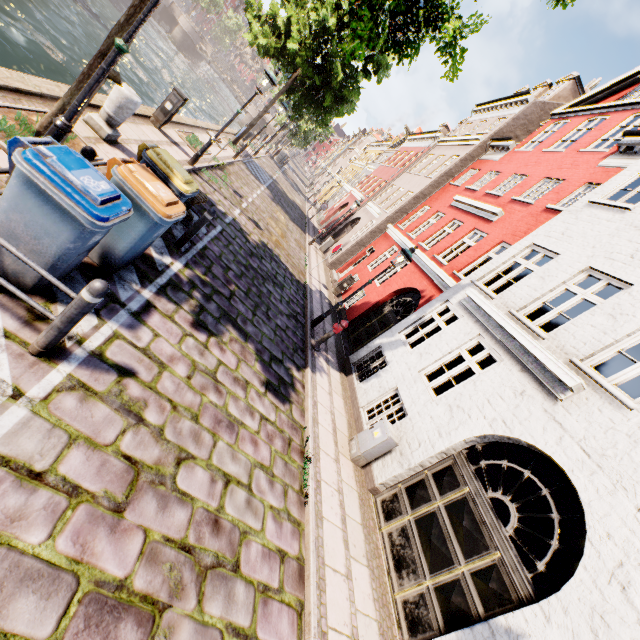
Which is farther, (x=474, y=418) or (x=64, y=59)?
(x=64, y=59)

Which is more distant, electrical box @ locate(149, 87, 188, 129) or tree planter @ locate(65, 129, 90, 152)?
electrical box @ locate(149, 87, 188, 129)

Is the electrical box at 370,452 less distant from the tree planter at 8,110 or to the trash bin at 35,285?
the trash bin at 35,285

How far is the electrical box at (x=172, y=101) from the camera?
9.4m

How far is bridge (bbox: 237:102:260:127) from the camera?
45.6 meters

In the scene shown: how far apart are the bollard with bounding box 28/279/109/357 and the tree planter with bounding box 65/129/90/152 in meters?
2.9

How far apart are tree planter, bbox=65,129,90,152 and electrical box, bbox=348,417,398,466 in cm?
746

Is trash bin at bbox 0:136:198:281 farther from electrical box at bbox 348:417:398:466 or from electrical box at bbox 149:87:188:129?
electrical box at bbox 149:87:188:129
